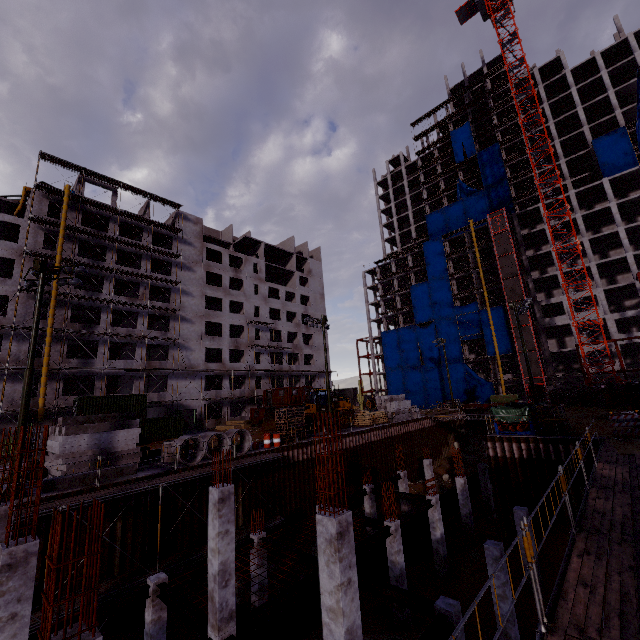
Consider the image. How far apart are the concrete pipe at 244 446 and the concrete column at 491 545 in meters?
14.9 m

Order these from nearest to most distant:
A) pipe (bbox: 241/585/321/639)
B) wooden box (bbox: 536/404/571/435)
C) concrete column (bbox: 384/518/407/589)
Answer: pipe (bbox: 241/585/321/639) → concrete column (bbox: 384/518/407/589) → wooden box (bbox: 536/404/571/435)

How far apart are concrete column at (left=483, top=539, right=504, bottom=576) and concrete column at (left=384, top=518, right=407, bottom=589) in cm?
433

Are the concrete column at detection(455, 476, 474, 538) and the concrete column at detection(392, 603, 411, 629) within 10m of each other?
yes

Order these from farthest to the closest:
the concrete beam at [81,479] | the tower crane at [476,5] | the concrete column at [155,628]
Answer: the tower crane at [476,5] → the concrete beam at [81,479] → the concrete column at [155,628]

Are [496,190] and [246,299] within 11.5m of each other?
no

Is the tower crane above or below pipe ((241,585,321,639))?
above

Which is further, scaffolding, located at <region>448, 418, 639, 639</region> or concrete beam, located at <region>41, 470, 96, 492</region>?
concrete beam, located at <region>41, 470, 96, 492</region>
